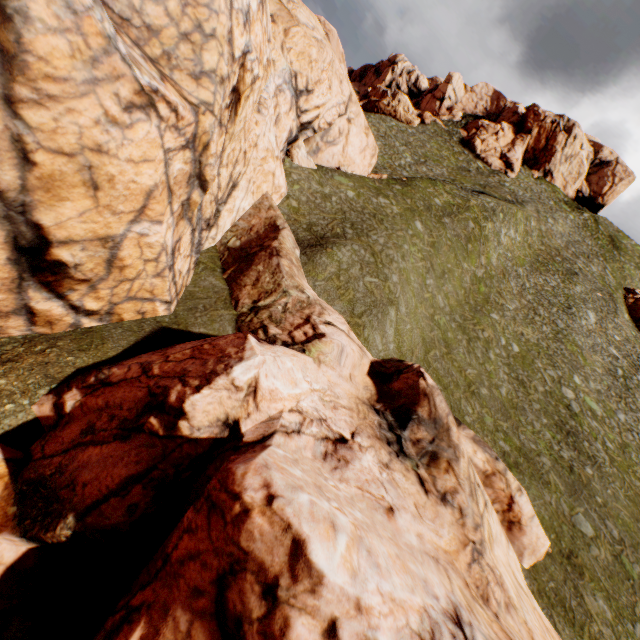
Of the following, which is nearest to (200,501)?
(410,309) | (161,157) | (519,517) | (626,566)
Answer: (161,157)

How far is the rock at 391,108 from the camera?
58.28m

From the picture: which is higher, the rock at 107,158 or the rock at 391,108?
the rock at 391,108

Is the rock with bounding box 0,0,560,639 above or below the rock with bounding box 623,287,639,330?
below

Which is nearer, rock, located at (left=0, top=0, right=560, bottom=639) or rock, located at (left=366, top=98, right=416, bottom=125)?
rock, located at (left=0, top=0, right=560, bottom=639)

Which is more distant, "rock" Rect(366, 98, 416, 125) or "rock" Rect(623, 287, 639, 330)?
"rock" Rect(366, 98, 416, 125)

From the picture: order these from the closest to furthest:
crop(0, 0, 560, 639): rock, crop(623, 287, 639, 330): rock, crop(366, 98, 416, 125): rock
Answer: crop(0, 0, 560, 639): rock → crop(623, 287, 639, 330): rock → crop(366, 98, 416, 125): rock
